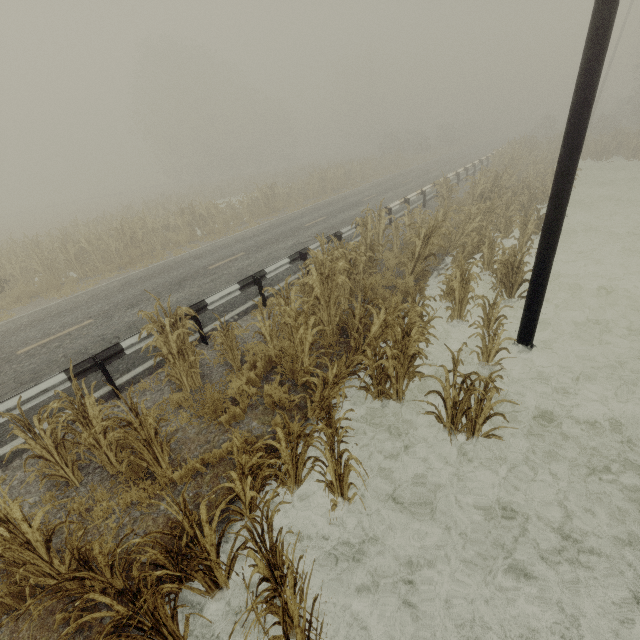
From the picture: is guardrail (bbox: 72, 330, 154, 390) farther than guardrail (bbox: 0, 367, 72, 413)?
Yes

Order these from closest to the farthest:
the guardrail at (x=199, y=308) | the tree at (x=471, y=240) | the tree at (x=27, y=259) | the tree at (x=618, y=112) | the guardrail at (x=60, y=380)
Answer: the tree at (x=471, y=240), the guardrail at (x=60, y=380), the guardrail at (x=199, y=308), the tree at (x=27, y=259), the tree at (x=618, y=112)

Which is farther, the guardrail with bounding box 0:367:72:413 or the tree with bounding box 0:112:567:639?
the guardrail with bounding box 0:367:72:413

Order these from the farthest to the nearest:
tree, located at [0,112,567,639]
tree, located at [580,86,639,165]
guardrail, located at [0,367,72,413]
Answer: tree, located at [580,86,639,165]
guardrail, located at [0,367,72,413]
tree, located at [0,112,567,639]

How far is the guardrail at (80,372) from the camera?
5.8 meters

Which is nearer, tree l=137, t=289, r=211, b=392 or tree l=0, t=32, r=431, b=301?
tree l=137, t=289, r=211, b=392

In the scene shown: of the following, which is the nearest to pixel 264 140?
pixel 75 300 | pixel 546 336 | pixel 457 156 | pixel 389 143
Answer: pixel 389 143
